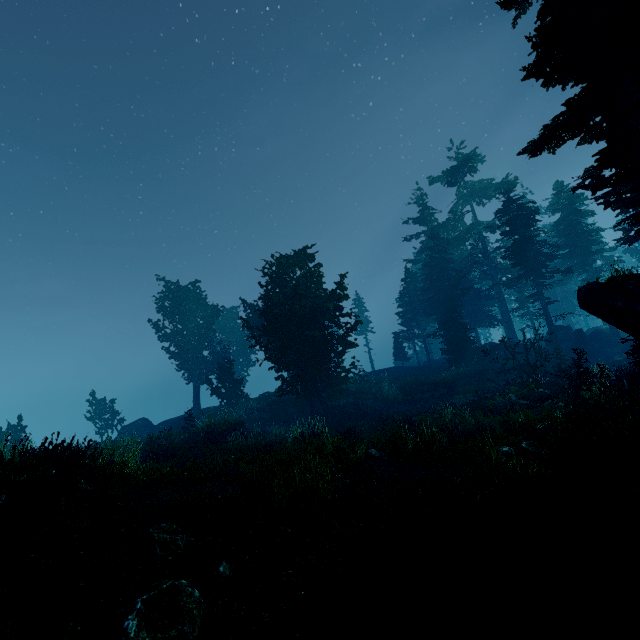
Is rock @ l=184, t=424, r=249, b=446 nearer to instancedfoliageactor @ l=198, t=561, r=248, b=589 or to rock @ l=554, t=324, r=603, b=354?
instancedfoliageactor @ l=198, t=561, r=248, b=589

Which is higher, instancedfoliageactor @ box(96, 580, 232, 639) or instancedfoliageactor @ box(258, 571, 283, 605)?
instancedfoliageactor @ box(96, 580, 232, 639)

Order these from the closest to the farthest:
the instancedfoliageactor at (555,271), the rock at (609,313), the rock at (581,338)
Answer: the instancedfoliageactor at (555,271), the rock at (609,313), the rock at (581,338)

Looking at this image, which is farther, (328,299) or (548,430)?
(328,299)

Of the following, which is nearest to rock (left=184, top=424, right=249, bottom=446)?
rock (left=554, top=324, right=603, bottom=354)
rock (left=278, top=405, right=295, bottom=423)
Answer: rock (left=278, top=405, right=295, bottom=423)

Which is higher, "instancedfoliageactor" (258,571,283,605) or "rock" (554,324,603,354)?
"rock" (554,324,603,354)

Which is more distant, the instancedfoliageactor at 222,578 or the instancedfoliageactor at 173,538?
the instancedfoliageactor at 173,538

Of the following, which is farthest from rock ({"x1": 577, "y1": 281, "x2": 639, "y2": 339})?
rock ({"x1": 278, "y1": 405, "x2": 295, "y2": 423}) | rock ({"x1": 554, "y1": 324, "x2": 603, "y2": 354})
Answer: rock ({"x1": 278, "y1": 405, "x2": 295, "y2": 423})
